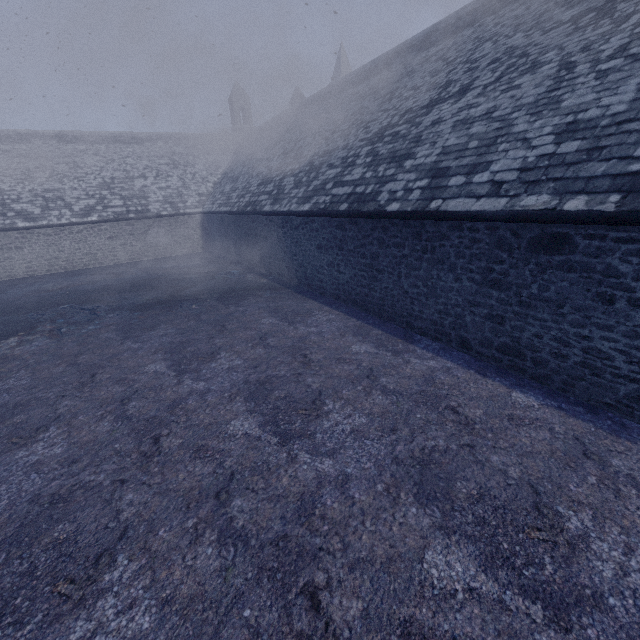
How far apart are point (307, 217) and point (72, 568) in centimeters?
1013cm
